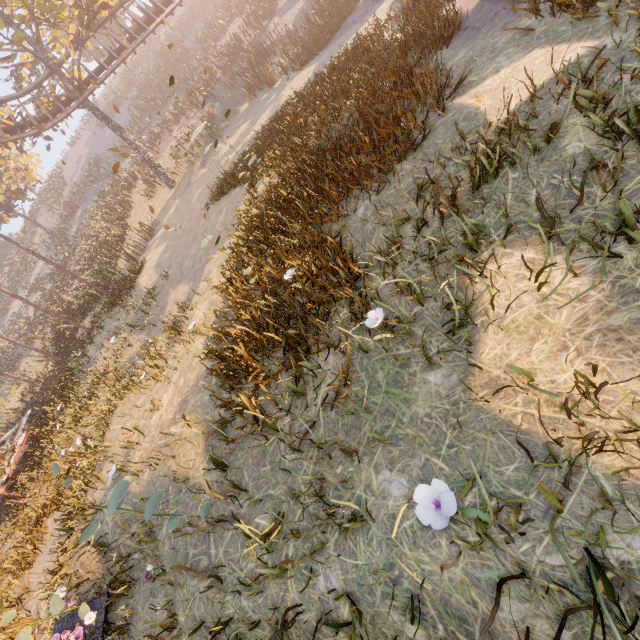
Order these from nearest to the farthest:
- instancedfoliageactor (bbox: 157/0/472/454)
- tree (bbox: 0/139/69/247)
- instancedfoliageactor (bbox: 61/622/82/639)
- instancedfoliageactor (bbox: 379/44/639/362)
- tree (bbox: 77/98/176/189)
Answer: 1. instancedfoliageactor (bbox: 379/44/639/362)
2. instancedfoliageactor (bbox: 157/0/472/454)
3. instancedfoliageactor (bbox: 61/622/82/639)
4. tree (bbox: 77/98/176/189)
5. tree (bbox: 0/139/69/247)

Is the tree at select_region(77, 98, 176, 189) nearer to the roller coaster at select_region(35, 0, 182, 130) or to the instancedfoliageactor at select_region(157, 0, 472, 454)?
the roller coaster at select_region(35, 0, 182, 130)

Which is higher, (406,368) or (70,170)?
(70,170)

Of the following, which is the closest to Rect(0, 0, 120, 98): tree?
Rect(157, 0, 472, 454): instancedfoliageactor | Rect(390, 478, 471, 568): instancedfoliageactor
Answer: Rect(157, 0, 472, 454): instancedfoliageactor

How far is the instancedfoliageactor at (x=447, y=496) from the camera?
1.7m

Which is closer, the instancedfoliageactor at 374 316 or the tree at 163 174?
the instancedfoliageactor at 374 316

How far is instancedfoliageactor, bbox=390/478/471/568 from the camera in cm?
175

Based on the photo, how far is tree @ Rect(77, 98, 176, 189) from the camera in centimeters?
1980cm
